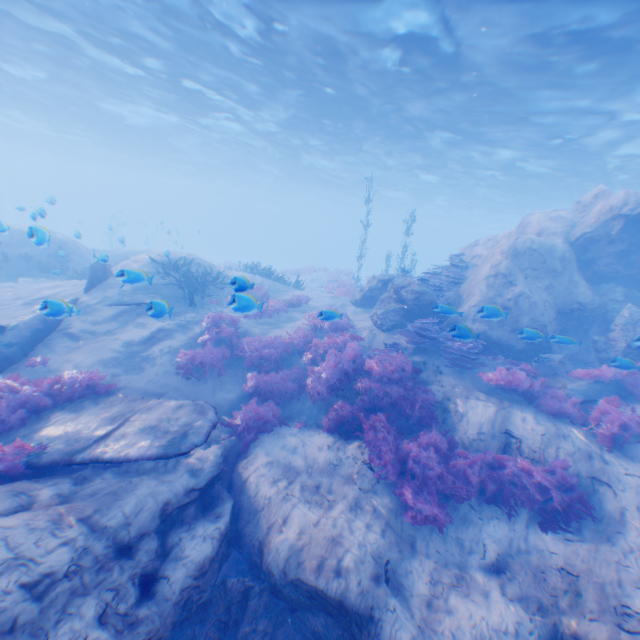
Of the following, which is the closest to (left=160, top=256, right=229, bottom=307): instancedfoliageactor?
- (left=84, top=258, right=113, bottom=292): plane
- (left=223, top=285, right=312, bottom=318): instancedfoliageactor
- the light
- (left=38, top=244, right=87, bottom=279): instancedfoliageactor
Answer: (left=223, top=285, right=312, bottom=318): instancedfoliageactor

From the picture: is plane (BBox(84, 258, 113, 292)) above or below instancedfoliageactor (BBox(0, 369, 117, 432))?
above

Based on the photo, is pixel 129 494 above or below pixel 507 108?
below

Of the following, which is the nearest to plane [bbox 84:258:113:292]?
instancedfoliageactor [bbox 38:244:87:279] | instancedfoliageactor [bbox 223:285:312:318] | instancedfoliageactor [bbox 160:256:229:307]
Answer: instancedfoliageactor [bbox 223:285:312:318]

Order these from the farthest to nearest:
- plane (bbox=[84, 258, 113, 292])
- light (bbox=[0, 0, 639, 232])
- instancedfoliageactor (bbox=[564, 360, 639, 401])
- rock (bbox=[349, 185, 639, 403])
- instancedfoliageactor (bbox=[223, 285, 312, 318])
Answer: plane (bbox=[84, 258, 113, 292]) → light (bbox=[0, 0, 639, 232]) → rock (bbox=[349, 185, 639, 403]) → instancedfoliageactor (bbox=[564, 360, 639, 401]) → instancedfoliageactor (bbox=[223, 285, 312, 318])

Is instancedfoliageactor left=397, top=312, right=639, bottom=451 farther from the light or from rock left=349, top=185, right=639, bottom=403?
the light

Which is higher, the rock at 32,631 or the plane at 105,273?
the plane at 105,273

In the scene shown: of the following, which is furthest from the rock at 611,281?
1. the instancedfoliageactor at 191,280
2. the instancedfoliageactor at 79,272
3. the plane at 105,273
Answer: the instancedfoliageactor at 79,272
